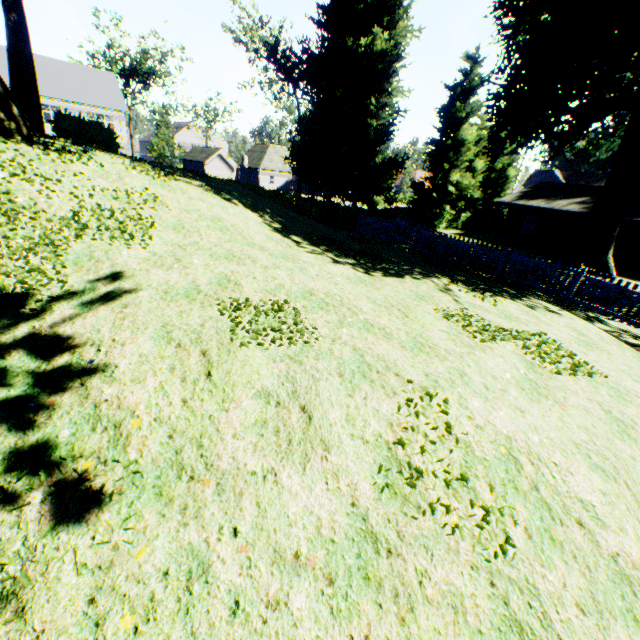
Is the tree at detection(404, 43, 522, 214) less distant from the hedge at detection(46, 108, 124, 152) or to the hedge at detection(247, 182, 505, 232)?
the hedge at detection(247, 182, 505, 232)

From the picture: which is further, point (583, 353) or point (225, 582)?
point (583, 353)

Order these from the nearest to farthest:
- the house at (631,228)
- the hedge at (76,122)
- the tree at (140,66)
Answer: the hedge at (76,122)
the house at (631,228)
the tree at (140,66)

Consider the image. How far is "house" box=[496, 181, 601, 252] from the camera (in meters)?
27.12

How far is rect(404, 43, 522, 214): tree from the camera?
31.28m

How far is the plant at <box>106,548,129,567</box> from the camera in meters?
2.3

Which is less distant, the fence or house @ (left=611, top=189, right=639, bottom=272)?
the fence

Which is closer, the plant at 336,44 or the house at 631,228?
the house at 631,228
